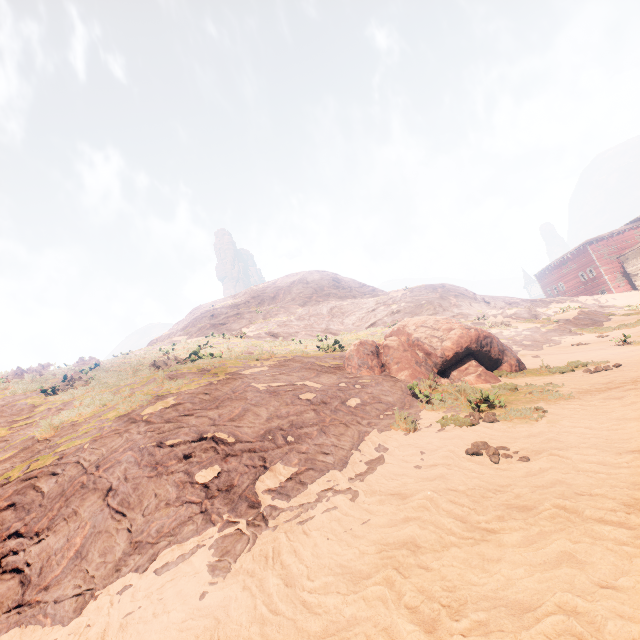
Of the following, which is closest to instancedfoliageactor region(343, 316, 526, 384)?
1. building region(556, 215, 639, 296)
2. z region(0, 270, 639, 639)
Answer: z region(0, 270, 639, 639)

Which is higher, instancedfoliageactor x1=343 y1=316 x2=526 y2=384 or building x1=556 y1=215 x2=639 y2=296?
building x1=556 y1=215 x2=639 y2=296

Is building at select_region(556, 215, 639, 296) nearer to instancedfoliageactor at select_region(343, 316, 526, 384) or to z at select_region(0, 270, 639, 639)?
z at select_region(0, 270, 639, 639)

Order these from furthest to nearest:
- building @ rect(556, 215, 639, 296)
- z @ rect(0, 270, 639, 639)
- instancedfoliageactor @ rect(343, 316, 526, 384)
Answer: building @ rect(556, 215, 639, 296), instancedfoliageactor @ rect(343, 316, 526, 384), z @ rect(0, 270, 639, 639)

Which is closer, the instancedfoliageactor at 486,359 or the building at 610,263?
the instancedfoliageactor at 486,359

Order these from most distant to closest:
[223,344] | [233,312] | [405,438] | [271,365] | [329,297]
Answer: [329,297]
[233,312]
[223,344]
[271,365]
[405,438]

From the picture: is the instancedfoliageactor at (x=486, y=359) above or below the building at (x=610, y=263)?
below

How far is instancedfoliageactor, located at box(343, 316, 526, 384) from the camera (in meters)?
9.43
